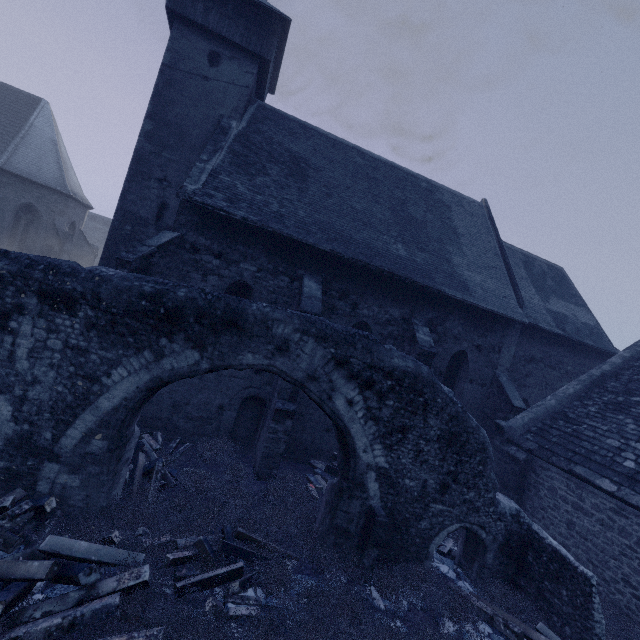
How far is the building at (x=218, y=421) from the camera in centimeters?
927cm

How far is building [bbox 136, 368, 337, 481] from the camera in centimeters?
927cm

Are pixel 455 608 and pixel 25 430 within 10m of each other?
yes

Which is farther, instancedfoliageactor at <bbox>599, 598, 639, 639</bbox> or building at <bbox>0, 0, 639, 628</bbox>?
building at <bbox>0, 0, 639, 628</bbox>

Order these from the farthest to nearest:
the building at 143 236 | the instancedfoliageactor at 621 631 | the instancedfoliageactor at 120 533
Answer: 1. the building at 143 236
2. the instancedfoliageactor at 621 631
3. the instancedfoliageactor at 120 533

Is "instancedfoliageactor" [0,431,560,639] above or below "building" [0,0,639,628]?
below

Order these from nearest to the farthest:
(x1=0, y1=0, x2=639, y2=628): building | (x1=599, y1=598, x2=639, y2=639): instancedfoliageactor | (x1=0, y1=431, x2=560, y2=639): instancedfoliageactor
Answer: (x1=0, y1=431, x2=560, y2=639): instancedfoliageactor
(x1=599, y1=598, x2=639, y2=639): instancedfoliageactor
(x1=0, y1=0, x2=639, y2=628): building
